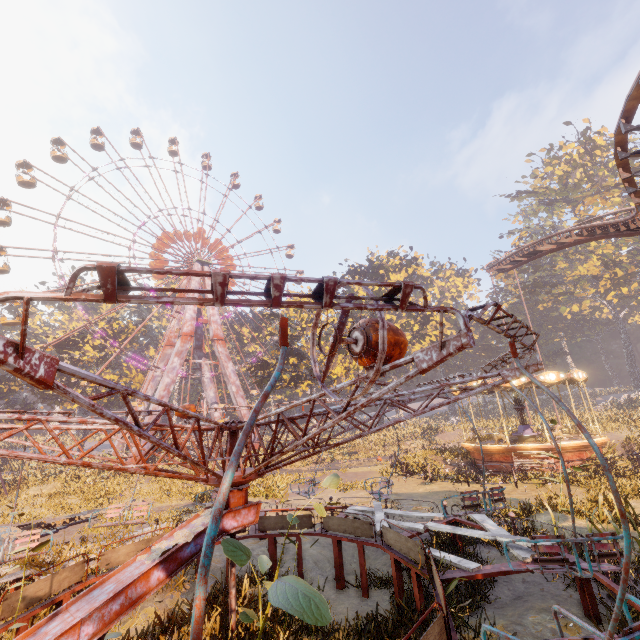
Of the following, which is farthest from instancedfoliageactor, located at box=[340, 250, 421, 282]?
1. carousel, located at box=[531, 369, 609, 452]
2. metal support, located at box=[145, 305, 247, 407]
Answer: metal support, located at box=[145, 305, 247, 407]

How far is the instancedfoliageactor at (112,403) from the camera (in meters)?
42.75

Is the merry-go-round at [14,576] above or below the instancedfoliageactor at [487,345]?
below

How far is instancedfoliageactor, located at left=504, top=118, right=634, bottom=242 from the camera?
43.0 meters

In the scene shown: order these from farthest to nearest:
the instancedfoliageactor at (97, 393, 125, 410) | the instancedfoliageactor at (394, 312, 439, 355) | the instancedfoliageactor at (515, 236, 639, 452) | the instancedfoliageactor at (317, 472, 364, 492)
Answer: the instancedfoliageactor at (394, 312, 439, 355)
the instancedfoliageactor at (97, 393, 125, 410)
the instancedfoliageactor at (515, 236, 639, 452)
the instancedfoliageactor at (317, 472, 364, 492)

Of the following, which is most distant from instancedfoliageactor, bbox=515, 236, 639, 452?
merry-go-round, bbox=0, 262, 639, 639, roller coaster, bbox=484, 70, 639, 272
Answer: merry-go-round, bbox=0, 262, 639, 639

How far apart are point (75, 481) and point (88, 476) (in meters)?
3.82
